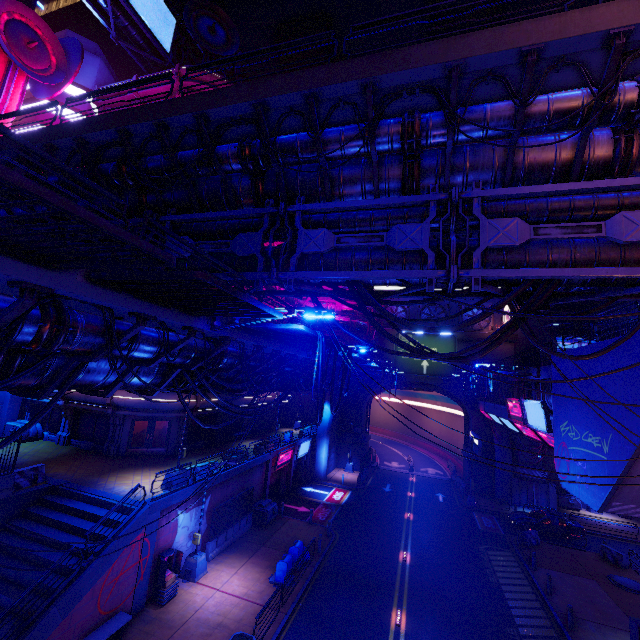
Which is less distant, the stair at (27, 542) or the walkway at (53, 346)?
the walkway at (53, 346)

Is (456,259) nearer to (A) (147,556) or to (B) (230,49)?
(A) (147,556)

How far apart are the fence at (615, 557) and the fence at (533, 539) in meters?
3.9

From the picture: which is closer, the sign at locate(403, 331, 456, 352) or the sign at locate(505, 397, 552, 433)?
the sign at locate(505, 397, 552, 433)

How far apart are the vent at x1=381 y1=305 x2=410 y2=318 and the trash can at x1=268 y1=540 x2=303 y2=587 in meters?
32.3 m

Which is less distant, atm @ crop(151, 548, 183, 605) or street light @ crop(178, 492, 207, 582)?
atm @ crop(151, 548, 183, 605)

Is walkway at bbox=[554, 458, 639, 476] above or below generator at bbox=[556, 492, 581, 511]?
above

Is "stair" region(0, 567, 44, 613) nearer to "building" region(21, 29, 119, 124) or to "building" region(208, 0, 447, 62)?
"building" region(208, 0, 447, 62)
